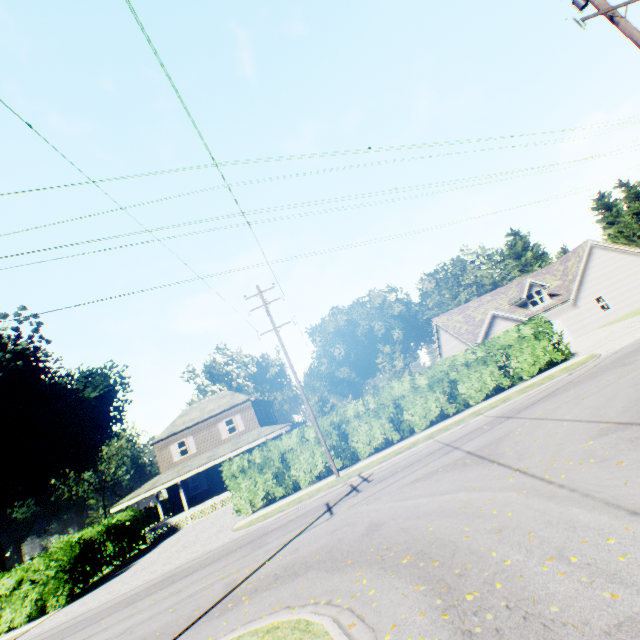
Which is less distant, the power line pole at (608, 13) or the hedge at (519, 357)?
the power line pole at (608, 13)

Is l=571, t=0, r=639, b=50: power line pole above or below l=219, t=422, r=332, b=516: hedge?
above

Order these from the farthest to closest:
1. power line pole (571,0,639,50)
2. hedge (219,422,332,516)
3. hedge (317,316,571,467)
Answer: hedge (317,316,571,467)
hedge (219,422,332,516)
power line pole (571,0,639,50)

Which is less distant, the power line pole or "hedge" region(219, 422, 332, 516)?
the power line pole

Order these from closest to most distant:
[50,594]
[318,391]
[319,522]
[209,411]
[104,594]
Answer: [319,522] → [104,594] → [50,594] → [209,411] → [318,391]
